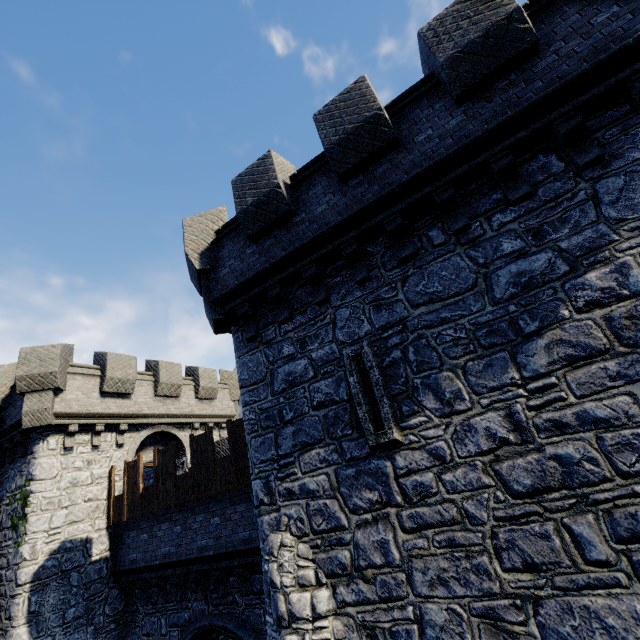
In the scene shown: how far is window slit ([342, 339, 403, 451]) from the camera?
5.5 meters

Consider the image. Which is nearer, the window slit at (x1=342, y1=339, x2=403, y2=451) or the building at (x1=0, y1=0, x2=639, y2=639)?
the building at (x1=0, y1=0, x2=639, y2=639)

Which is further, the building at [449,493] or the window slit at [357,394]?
the window slit at [357,394]

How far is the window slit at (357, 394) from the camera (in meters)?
5.47

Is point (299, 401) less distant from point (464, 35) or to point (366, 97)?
point (366, 97)
